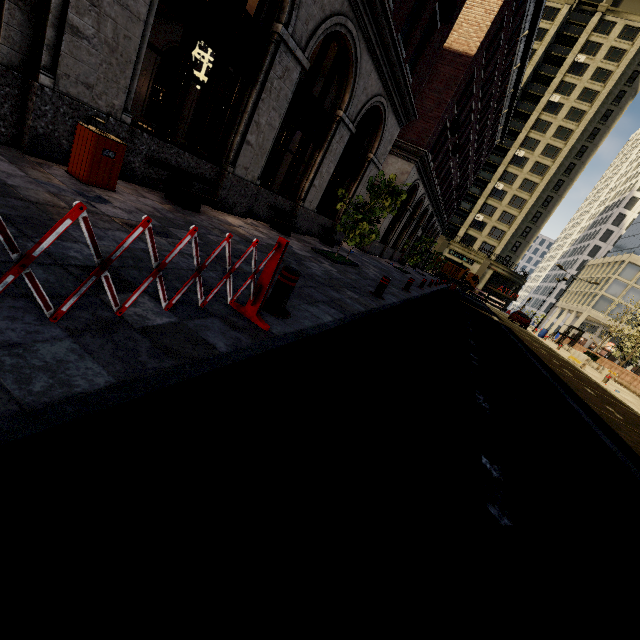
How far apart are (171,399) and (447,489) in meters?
2.1

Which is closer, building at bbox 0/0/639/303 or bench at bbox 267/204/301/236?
building at bbox 0/0/639/303

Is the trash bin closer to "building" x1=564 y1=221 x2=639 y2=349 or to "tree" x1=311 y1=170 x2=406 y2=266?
"tree" x1=311 y1=170 x2=406 y2=266

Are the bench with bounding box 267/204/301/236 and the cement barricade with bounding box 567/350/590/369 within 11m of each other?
no

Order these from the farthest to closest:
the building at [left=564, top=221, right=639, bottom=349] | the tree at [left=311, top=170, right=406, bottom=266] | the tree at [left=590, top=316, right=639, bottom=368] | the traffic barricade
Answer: the building at [left=564, top=221, right=639, bottom=349] → the tree at [left=590, top=316, right=639, bottom=368] → the tree at [left=311, top=170, right=406, bottom=266] → the traffic barricade

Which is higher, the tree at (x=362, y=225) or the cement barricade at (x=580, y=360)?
the tree at (x=362, y=225)

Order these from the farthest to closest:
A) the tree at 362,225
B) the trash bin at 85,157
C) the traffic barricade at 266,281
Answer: the tree at 362,225, the trash bin at 85,157, the traffic barricade at 266,281

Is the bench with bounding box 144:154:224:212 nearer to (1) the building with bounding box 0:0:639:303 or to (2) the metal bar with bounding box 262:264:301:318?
(2) the metal bar with bounding box 262:264:301:318
